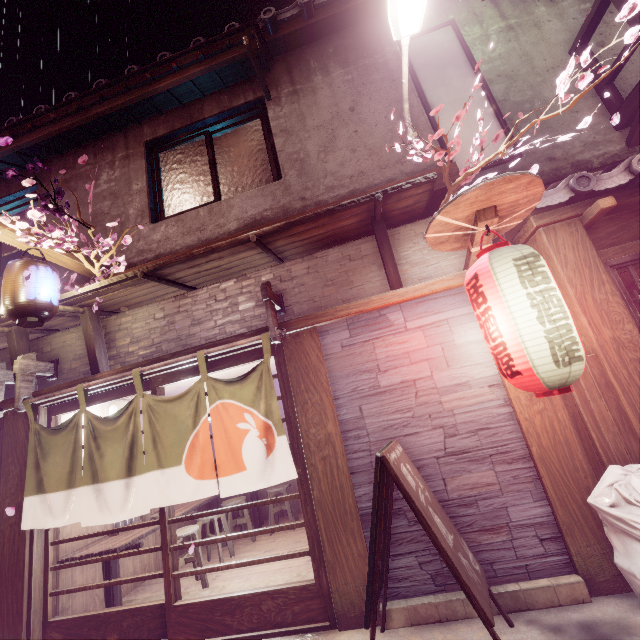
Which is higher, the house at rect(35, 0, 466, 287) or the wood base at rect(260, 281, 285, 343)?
the house at rect(35, 0, 466, 287)

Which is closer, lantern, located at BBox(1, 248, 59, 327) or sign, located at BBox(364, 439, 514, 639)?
sign, located at BBox(364, 439, 514, 639)

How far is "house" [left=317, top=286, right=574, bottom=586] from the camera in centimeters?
520cm

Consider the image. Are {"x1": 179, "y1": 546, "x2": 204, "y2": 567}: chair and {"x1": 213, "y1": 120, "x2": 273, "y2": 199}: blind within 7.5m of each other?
no

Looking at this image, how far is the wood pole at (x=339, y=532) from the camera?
5.43m

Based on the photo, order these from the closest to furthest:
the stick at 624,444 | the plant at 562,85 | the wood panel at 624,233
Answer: the plant at 562,85, the stick at 624,444, the wood panel at 624,233

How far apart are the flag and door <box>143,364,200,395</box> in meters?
0.3

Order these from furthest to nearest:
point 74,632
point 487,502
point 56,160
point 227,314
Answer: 1. point 56,160
2. point 227,314
3. point 74,632
4. point 487,502
